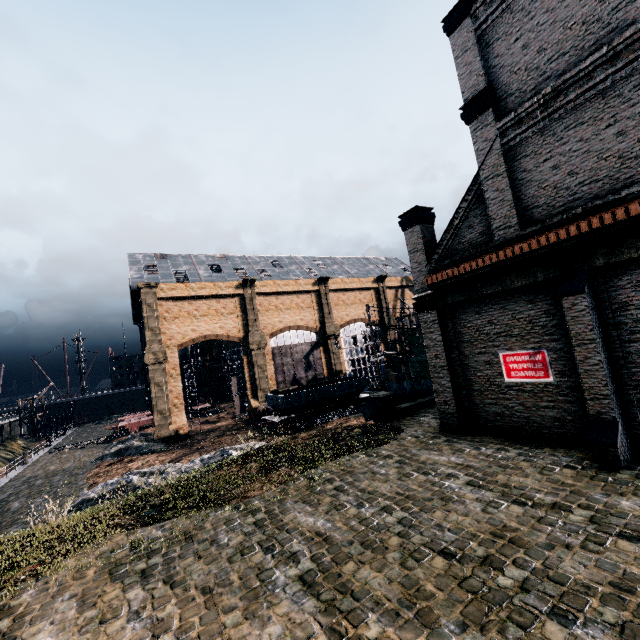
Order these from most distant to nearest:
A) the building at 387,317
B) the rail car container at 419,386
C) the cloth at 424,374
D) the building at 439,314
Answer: the building at 387,317 → the cloth at 424,374 → the rail car container at 419,386 → the building at 439,314

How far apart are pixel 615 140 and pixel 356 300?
44.6 meters

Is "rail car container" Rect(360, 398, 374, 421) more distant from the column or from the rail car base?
the rail car base

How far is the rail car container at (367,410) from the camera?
23.9 meters

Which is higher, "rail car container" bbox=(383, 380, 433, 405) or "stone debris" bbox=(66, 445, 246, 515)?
"rail car container" bbox=(383, 380, 433, 405)

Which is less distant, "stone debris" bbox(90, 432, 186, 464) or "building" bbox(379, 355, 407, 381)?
"stone debris" bbox(90, 432, 186, 464)

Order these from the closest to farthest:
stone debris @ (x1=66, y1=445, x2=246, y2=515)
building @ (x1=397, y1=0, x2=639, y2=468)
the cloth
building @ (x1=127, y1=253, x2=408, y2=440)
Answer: building @ (x1=397, y1=0, x2=639, y2=468) < stone debris @ (x1=66, y1=445, x2=246, y2=515) < building @ (x1=127, y1=253, x2=408, y2=440) < the cloth

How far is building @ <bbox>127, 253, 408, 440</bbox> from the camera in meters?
37.8 m
